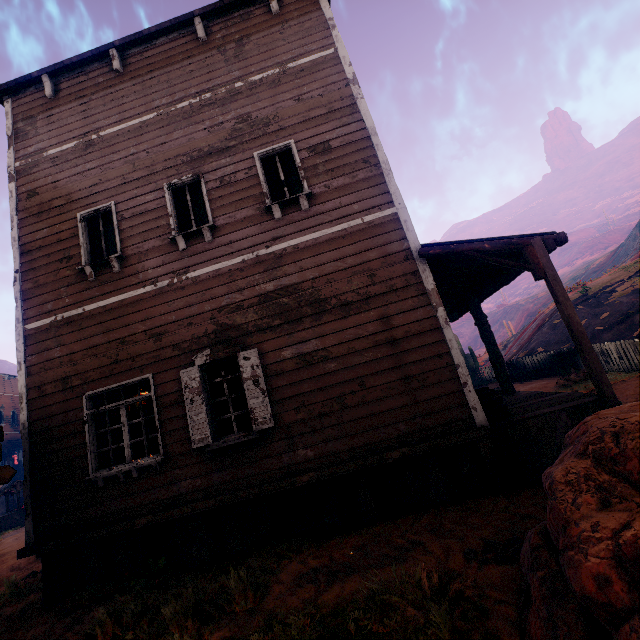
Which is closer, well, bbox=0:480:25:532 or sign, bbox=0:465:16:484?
sign, bbox=0:465:16:484

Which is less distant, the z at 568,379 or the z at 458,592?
the z at 458,592

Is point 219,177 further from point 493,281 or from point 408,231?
point 493,281

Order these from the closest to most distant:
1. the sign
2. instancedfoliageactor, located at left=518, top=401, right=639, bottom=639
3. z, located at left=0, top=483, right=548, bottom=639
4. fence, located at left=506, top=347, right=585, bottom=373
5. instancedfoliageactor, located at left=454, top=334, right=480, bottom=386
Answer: instancedfoliageactor, located at left=518, top=401, right=639, bottom=639
z, located at left=0, top=483, right=548, bottom=639
the sign
fence, located at left=506, top=347, right=585, bottom=373
instancedfoliageactor, located at left=454, top=334, right=480, bottom=386

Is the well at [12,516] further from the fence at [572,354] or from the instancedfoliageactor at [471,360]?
the instancedfoliageactor at [471,360]

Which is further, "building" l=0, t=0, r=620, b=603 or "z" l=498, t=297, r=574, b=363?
"z" l=498, t=297, r=574, b=363

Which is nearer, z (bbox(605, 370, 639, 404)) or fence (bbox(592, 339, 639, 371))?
z (bbox(605, 370, 639, 404))
